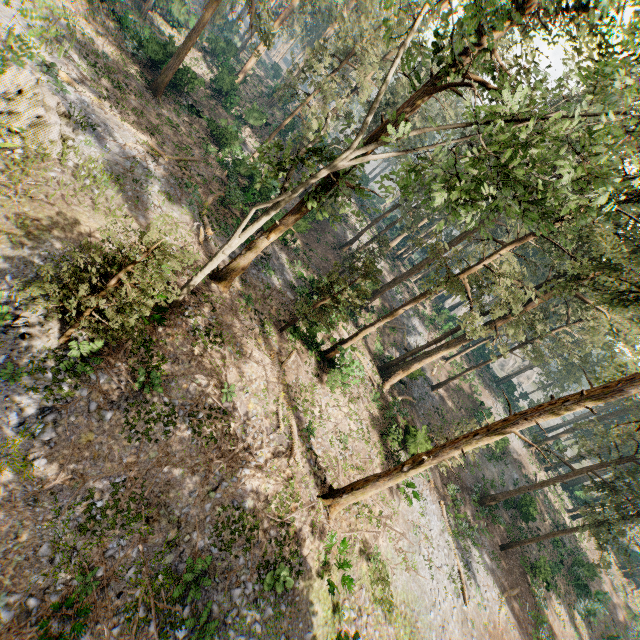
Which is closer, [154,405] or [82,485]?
[82,485]

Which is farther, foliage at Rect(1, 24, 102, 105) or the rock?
the rock

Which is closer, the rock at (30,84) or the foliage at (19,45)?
the foliage at (19,45)

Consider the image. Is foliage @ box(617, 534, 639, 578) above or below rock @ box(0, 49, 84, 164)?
above

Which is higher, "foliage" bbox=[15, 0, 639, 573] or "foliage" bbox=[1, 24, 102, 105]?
"foliage" bbox=[15, 0, 639, 573]

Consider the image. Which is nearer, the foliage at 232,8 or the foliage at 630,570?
the foliage at 630,570

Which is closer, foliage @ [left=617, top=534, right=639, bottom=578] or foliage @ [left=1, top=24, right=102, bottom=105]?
foliage @ [left=1, top=24, right=102, bottom=105]

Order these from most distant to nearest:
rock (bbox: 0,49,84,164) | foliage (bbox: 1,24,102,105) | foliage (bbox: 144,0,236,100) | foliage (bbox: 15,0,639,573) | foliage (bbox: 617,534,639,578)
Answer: foliage (bbox: 144,0,236,100) < foliage (bbox: 617,534,639,578) < rock (bbox: 0,49,84,164) < foliage (bbox: 15,0,639,573) < foliage (bbox: 1,24,102,105)
